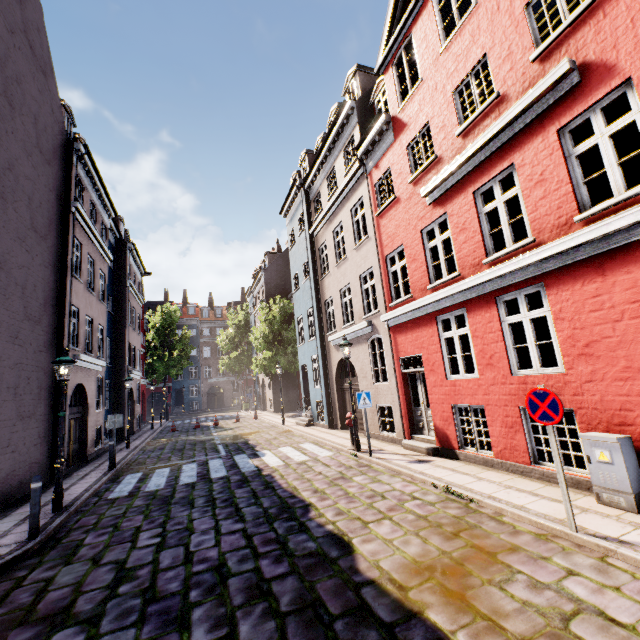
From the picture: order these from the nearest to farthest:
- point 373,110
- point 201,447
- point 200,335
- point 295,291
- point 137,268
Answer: point 373,110 → point 201,447 → point 295,291 → point 137,268 → point 200,335

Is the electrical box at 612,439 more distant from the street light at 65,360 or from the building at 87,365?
the building at 87,365

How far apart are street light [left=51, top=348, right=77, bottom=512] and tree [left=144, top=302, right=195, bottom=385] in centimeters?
3053cm

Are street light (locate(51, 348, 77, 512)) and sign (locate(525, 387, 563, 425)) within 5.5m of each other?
no

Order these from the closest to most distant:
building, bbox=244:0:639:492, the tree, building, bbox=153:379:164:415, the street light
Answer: building, bbox=244:0:639:492 < the street light < the tree < building, bbox=153:379:164:415

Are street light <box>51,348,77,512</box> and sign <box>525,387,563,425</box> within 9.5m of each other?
no

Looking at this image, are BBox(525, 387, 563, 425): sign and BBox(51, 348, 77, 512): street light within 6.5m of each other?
no

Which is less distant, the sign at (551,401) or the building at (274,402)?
the sign at (551,401)
